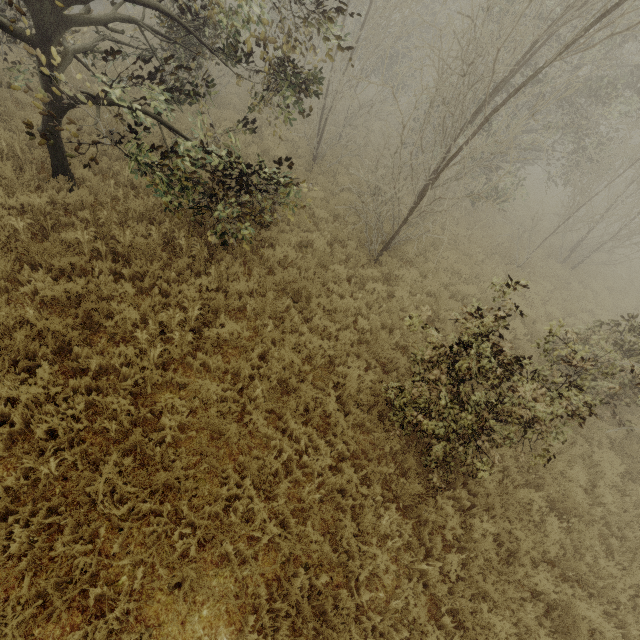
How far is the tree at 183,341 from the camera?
5.2 meters

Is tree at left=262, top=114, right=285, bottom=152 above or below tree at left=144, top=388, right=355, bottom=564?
above

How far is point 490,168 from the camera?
13.37m

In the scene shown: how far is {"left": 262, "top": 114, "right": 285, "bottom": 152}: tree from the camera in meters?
7.1 m

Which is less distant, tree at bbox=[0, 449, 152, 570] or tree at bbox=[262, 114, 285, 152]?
tree at bbox=[0, 449, 152, 570]
